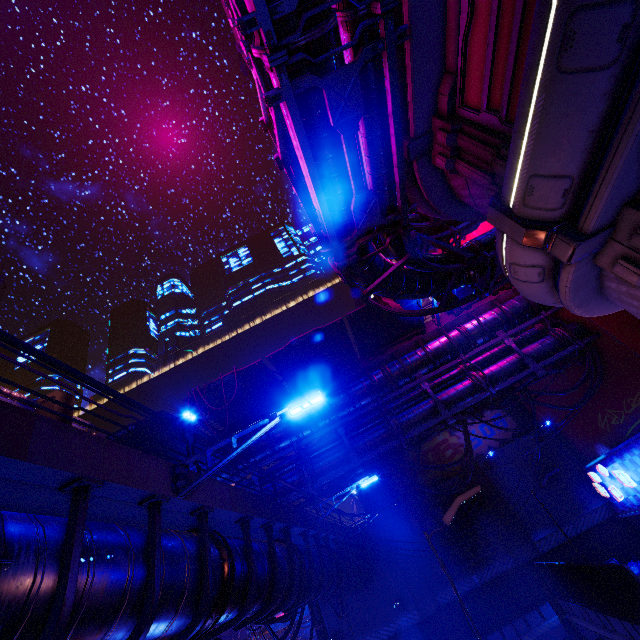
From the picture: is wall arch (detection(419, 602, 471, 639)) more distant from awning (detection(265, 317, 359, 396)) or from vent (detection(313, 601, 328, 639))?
awning (detection(265, 317, 359, 396))

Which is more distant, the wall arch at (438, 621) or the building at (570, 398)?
the wall arch at (438, 621)

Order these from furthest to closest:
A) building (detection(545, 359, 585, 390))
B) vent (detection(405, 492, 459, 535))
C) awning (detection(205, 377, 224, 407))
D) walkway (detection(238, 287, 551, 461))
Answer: vent (detection(405, 492, 459, 535)), building (detection(545, 359, 585, 390)), walkway (detection(238, 287, 551, 461)), awning (detection(205, 377, 224, 407))

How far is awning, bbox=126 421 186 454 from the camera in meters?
15.1 m

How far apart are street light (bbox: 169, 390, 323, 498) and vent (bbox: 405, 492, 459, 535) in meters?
22.2 m

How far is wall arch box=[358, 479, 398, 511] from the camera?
26.0 meters

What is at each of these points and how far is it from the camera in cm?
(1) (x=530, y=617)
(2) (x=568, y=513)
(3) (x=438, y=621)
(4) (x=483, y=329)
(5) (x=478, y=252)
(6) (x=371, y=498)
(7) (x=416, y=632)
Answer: (1) fence, 1898
(2) walkway, 2088
(3) wall arch, 2128
(4) walkway, 1797
(5) pipe, 1221
(6) wall arch, 2650
(7) pillar, 2016

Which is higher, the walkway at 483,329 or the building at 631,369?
the walkway at 483,329
